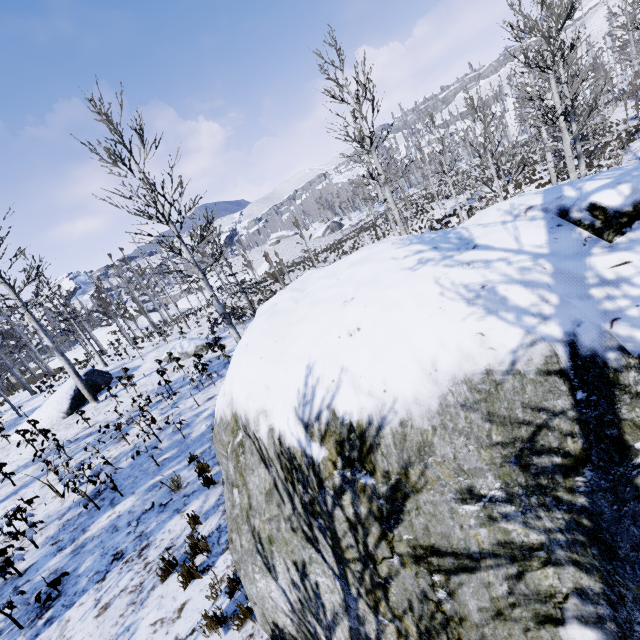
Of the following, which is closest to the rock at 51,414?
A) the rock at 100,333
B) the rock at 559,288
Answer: the rock at 559,288

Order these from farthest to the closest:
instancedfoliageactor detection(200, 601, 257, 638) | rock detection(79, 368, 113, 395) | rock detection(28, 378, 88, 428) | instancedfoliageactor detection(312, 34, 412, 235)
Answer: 1. rock detection(79, 368, 113, 395)
2. rock detection(28, 378, 88, 428)
3. instancedfoliageactor detection(312, 34, 412, 235)
4. instancedfoliageactor detection(200, 601, 257, 638)

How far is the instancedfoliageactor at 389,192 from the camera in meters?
11.2 m

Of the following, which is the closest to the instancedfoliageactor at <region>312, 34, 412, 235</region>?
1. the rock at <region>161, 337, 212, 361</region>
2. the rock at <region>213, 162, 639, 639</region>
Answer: the rock at <region>213, 162, 639, 639</region>

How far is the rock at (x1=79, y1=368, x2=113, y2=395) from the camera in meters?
17.3

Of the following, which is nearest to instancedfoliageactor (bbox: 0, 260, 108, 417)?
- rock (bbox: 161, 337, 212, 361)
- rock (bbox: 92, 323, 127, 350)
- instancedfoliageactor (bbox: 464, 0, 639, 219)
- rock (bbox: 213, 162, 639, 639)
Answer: rock (bbox: 213, 162, 639, 639)

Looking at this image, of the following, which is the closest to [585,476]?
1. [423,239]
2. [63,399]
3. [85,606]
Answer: [423,239]

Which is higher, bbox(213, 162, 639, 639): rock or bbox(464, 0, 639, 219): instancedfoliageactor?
bbox(464, 0, 639, 219): instancedfoliageactor
